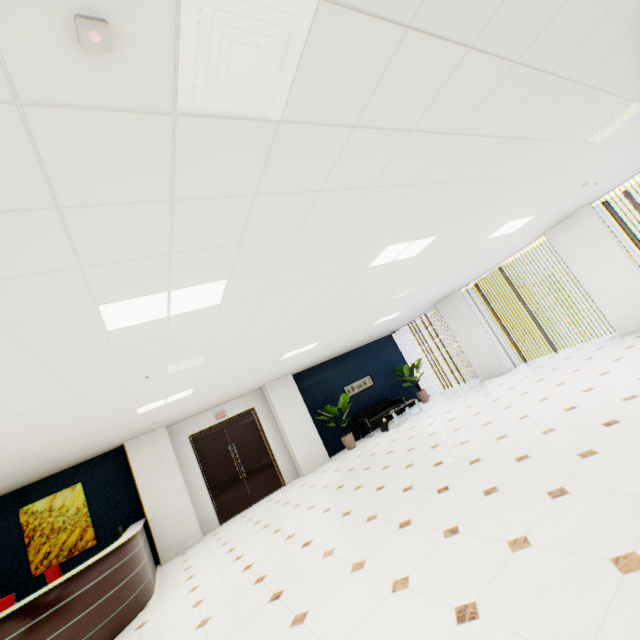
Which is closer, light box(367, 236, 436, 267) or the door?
light box(367, 236, 436, 267)

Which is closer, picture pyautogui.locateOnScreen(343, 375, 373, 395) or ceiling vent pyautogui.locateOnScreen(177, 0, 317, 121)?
ceiling vent pyautogui.locateOnScreen(177, 0, 317, 121)

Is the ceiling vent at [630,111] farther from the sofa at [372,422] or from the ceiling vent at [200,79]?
the sofa at [372,422]

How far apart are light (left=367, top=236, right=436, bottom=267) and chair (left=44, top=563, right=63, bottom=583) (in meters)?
7.97

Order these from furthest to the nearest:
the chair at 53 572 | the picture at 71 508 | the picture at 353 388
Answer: the picture at 353 388 < the picture at 71 508 < the chair at 53 572

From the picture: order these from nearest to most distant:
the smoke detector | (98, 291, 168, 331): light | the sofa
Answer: the smoke detector, (98, 291, 168, 331): light, the sofa

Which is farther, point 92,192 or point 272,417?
point 272,417

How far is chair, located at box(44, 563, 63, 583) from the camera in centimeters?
606cm
